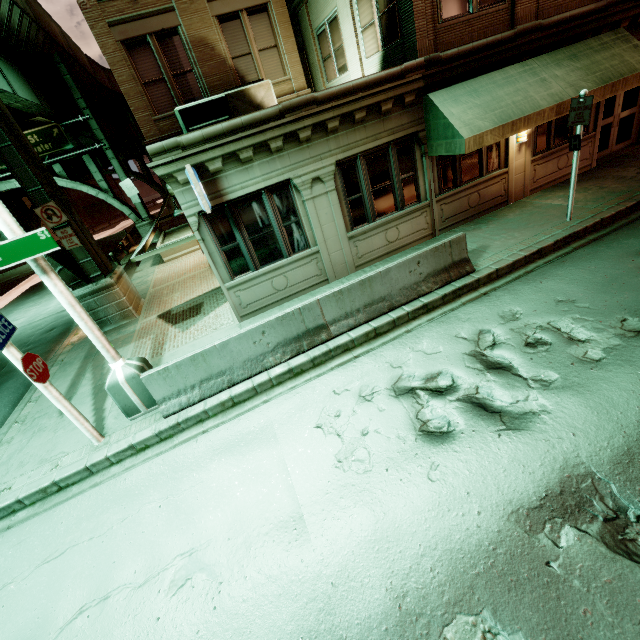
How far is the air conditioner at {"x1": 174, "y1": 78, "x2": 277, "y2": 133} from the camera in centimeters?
1057cm

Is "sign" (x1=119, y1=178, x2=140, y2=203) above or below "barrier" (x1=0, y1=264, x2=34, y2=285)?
above

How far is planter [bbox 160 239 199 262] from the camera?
18.5 meters

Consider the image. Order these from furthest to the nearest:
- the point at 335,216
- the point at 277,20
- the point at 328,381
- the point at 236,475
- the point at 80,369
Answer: the point at 277,20, the point at 80,369, the point at 335,216, the point at 328,381, the point at 236,475

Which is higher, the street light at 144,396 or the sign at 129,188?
the sign at 129,188

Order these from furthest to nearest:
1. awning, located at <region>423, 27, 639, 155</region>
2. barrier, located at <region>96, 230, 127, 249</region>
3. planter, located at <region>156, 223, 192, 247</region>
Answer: barrier, located at <region>96, 230, 127, 249</region>, planter, located at <region>156, 223, 192, 247</region>, awning, located at <region>423, 27, 639, 155</region>

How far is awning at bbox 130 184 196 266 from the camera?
7.86m

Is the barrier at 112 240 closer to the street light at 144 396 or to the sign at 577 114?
the street light at 144 396
